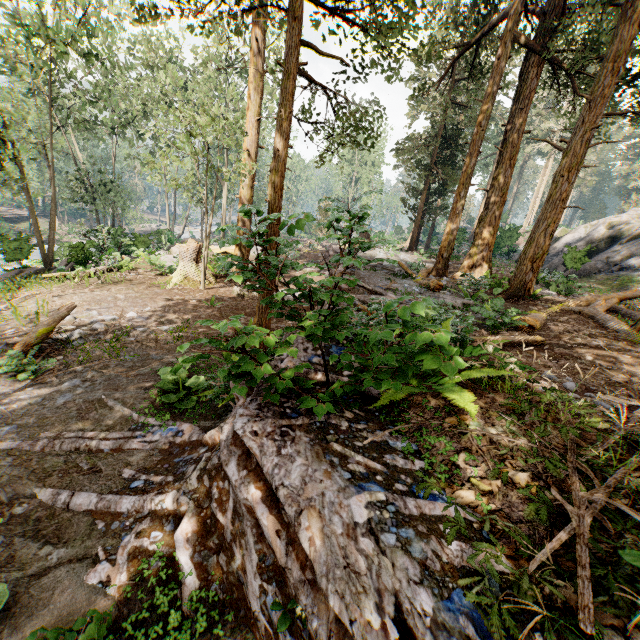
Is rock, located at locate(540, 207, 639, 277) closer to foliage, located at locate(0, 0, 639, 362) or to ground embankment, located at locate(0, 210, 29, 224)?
foliage, located at locate(0, 0, 639, 362)

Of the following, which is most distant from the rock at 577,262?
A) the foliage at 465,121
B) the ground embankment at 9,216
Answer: the ground embankment at 9,216

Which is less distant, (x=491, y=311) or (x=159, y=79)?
(x=491, y=311)

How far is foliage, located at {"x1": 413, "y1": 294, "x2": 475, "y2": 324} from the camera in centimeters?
452cm

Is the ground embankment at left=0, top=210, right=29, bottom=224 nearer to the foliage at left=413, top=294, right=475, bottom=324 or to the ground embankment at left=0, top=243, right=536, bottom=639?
the foliage at left=413, top=294, right=475, bottom=324

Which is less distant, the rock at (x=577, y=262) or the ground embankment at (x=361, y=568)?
the ground embankment at (x=361, y=568)

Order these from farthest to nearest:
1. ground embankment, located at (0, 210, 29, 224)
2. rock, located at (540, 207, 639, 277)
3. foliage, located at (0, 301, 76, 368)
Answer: ground embankment, located at (0, 210, 29, 224) < rock, located at (540, 207, 639, 277) < foliage, located at (0, 301, 76, 368)
